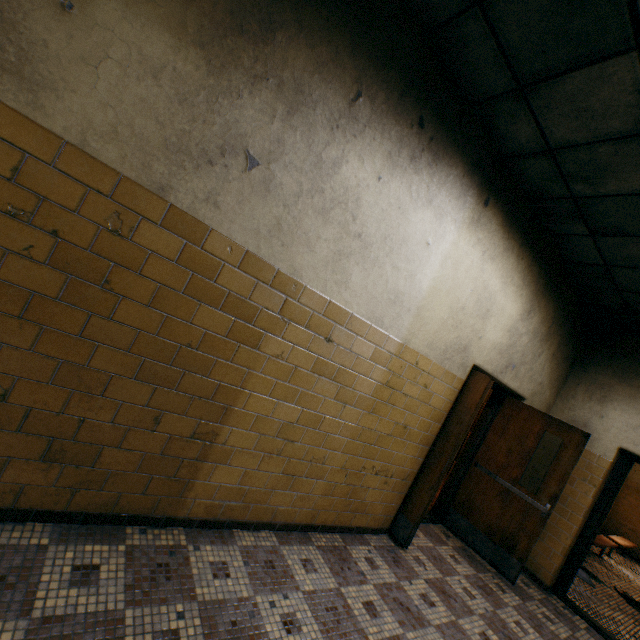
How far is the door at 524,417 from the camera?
3.58m

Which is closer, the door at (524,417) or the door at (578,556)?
the door at (524,417)

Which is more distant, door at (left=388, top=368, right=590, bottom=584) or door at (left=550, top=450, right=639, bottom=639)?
door at (left=550, top=450, right=639, bottom=639)

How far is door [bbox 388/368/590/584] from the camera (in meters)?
3.58

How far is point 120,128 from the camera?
1.6m
